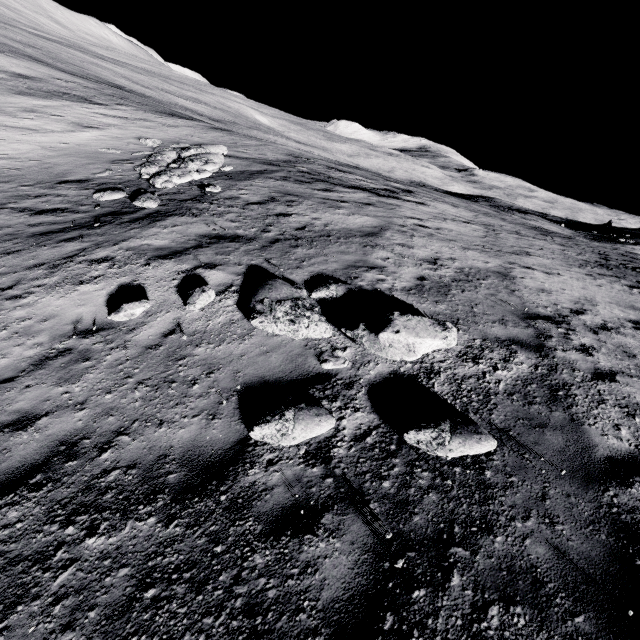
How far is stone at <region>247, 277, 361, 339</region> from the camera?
5.77m

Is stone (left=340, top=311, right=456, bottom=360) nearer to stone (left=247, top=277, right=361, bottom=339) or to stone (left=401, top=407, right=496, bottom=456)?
stone (left=247, top=277, right=361, bottom=339)

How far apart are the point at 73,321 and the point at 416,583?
7.01m

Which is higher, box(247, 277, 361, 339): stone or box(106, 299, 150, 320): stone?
box(247, 277, 361, 339): stone

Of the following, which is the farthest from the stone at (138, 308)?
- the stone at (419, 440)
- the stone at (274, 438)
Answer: the stone at (419, 440)

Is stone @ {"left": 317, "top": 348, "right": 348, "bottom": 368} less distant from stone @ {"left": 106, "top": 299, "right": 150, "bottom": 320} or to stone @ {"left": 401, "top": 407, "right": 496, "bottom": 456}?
stone @ {"left": 401, "top": 407, "right": 496, "bottom": 456}

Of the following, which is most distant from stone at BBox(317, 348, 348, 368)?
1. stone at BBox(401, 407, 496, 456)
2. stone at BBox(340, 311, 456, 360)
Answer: stone at BBox(401, 407, 496, 456)

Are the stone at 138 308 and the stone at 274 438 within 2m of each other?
no
